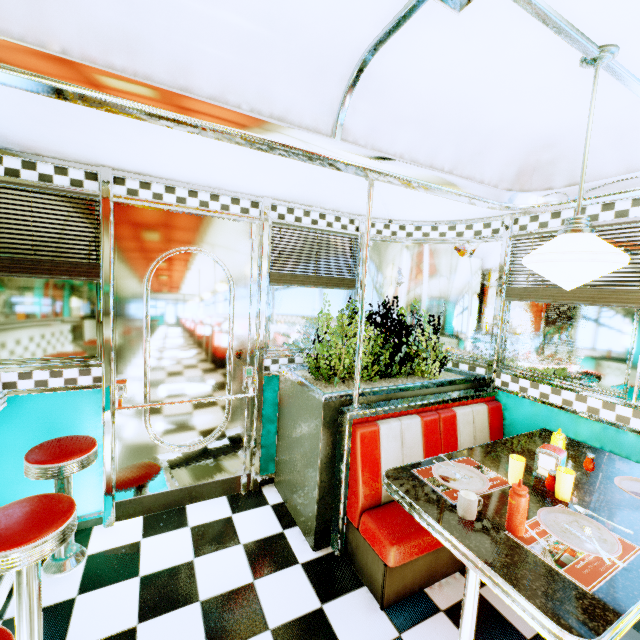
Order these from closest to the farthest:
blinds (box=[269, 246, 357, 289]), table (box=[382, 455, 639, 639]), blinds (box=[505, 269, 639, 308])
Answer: table (box=[382, 455, 639, 639]), blinds (box=[505, 269, 639, 308]), blinds (box=[269, 246, 357, 289])

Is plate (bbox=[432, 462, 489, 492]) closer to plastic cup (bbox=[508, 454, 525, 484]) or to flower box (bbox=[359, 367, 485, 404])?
plastic cup (bbox=[508, 454, 525, 484])

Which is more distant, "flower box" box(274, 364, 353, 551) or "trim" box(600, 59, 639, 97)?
"flower box" box(274, 364, 353, 551)

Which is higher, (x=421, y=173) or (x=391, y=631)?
(x=421, y=173)

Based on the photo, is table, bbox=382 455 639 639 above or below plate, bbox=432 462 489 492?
below

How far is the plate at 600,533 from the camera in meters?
1.3

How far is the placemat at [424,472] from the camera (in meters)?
1.65

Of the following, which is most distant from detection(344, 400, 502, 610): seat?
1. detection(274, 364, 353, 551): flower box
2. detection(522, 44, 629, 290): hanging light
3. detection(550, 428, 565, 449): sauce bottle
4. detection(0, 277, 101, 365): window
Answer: detection(0, 277, 101, 365): window
